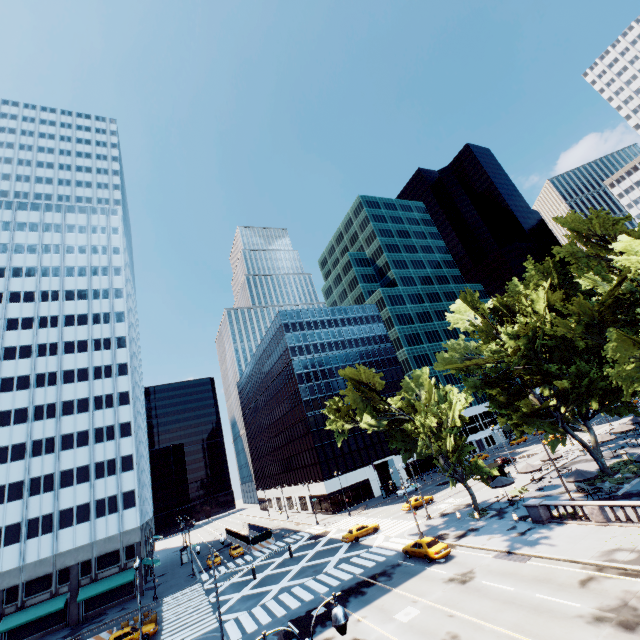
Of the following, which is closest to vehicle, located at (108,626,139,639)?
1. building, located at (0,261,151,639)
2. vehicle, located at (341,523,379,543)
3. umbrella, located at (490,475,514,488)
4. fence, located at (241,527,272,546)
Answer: building, located at (0,261,151,639)

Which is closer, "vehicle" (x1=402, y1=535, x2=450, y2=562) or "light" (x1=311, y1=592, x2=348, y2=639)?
"light" (x1=311, y1=592, x2=348, y2=639)

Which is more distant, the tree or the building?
the building

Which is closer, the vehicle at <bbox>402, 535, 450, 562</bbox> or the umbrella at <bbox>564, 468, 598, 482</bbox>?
the vehicle at <bbox>402, 535, 450, 562</bbox>

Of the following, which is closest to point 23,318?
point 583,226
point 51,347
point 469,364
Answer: point 51,347

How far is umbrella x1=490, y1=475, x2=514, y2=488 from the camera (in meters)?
35.78

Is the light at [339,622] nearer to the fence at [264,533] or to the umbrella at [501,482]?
the umbrella at [501,482]

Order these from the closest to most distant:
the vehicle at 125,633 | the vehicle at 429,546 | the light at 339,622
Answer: the light at 339,622, the vehicle at 429,546, the vehicle at 125,633
